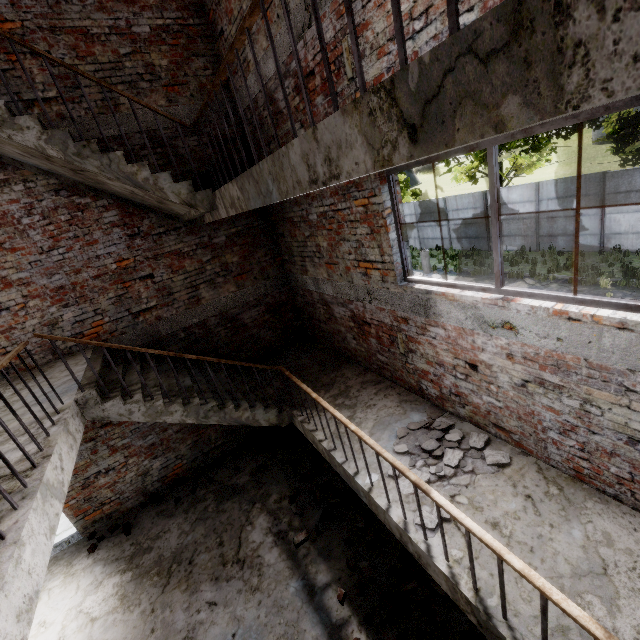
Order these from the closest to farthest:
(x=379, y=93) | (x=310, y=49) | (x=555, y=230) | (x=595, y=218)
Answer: (x=379, y=93)
(x=310, y=49)
(x=595, y=218)
(x=555, y=230)

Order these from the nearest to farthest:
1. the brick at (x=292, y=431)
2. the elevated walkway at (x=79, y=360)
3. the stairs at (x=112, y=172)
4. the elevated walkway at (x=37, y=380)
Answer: the stairs at (x=112, y=172) < the elevated walkway at (x=37, y=380) < the elevated walkway at (x=79, y=360) < the brick at (x=292, y=431)

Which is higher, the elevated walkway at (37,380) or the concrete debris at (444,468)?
the elevated walkway at (37,380)

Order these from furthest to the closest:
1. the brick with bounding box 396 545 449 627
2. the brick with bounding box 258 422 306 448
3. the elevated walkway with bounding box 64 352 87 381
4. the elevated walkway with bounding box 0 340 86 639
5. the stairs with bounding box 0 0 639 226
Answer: the brick with bounding box 258 422 306 448 → the elevated walkway with bounding box 64 352 87 381 → the brick with bounding box 396 545 449 627 → the elevated walkway with bounding box 0 340 86 639 → the stairs with bounding box 0 0 639 226

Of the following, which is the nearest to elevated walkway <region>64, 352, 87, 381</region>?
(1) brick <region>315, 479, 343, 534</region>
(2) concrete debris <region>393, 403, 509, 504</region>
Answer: (2) concrete debris <region>393, 403, 509, 504</region>

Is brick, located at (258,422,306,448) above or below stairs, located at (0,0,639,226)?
below

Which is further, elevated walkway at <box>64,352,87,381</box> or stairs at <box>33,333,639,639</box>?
elevated walkway at <box>64,352,87,381</box>

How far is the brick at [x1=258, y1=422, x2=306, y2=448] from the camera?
7.2 meters
